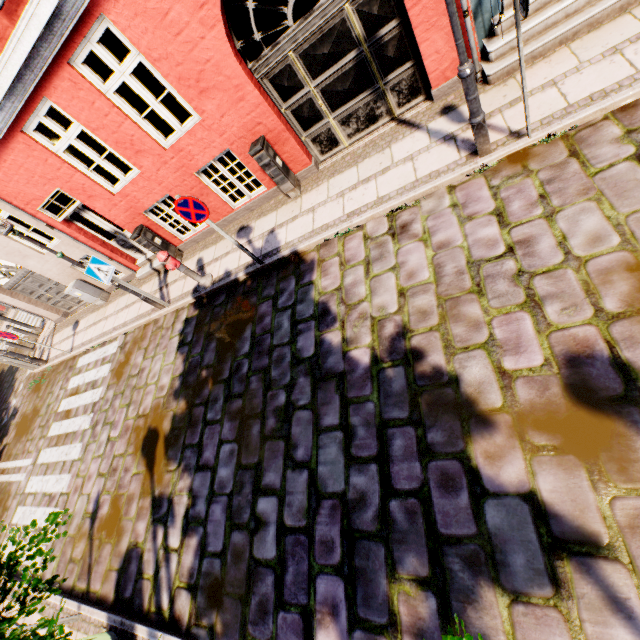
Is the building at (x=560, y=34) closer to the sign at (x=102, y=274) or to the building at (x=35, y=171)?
the sign at (x=102, y=274)

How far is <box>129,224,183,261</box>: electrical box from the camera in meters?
8.0

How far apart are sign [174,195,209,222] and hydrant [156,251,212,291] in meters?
1.6 m

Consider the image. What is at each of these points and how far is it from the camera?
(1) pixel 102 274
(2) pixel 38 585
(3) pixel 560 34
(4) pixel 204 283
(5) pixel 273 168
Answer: (1) sign, 6.84m
(2) tree, 1.47m
(3) building, 4.47m
(4) hydrant, 7.38m
(5) electrical box, 6.26m

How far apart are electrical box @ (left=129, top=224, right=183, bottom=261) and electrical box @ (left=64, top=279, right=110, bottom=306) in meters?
3.8 m

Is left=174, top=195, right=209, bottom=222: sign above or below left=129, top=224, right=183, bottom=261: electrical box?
above

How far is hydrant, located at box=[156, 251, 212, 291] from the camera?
6.7m

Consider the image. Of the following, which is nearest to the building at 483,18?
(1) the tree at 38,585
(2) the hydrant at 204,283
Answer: (2) the hydrant at 204,283
